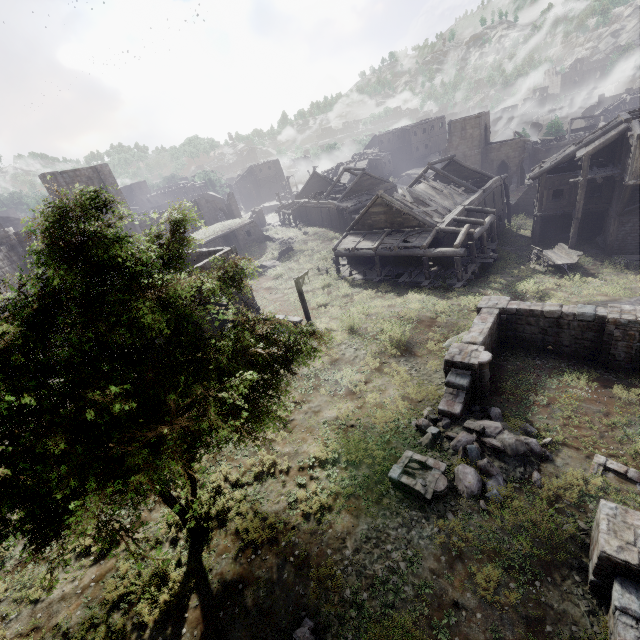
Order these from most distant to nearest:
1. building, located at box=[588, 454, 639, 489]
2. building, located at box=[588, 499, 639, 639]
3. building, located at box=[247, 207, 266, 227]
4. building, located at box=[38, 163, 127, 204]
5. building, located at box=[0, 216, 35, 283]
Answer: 1. building, located at box=[247, 207, 266, 227]
2. building, located at box=[38, 163, 127, 204]
3. building, located at box=[0, 216, 35, 283]
4. building, located at box=[588, 454, 639, 489]
5. building, located at box=[588, 499, 639, 639]

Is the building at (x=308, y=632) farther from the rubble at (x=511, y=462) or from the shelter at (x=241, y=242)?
the shelter at (x=241, y=242)

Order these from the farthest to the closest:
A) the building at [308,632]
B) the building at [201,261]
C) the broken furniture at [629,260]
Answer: the broken furniture at [629,260]
the building at [201,261]
the building at [308,632]

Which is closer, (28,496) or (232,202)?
(28,496)

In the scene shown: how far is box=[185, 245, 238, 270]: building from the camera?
19.9 meters

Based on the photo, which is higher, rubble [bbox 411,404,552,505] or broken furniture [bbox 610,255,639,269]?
rubble [bbox 411,404,552,505]

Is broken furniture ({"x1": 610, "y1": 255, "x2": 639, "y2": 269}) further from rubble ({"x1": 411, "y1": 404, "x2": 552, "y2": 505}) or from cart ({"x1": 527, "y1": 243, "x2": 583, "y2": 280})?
rubble ({"x1": 411, "y1": 404, "x2": 552, "y2": 505})

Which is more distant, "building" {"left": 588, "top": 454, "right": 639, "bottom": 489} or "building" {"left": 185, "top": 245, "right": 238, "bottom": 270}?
"building" {"left": 185, "top": 245, "right": 238, "bottom": 270}
